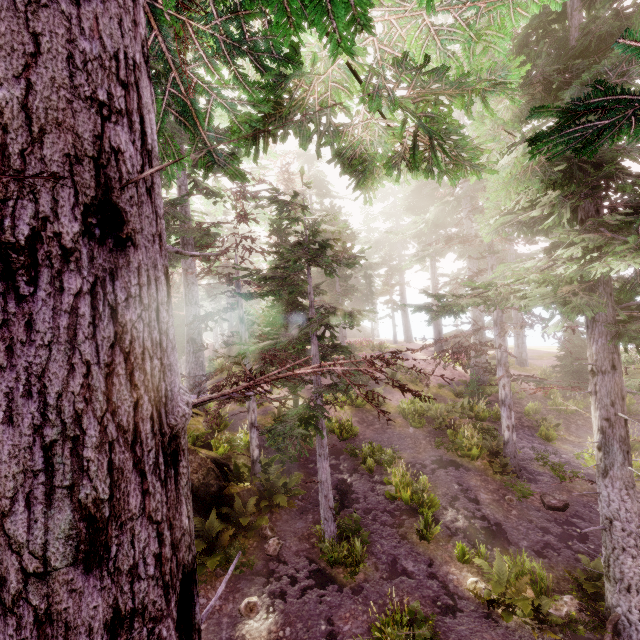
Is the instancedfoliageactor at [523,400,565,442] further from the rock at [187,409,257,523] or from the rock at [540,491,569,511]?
the rock at [540,491,569,511]

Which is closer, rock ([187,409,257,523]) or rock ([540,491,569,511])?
rock ([187,409,257,523])

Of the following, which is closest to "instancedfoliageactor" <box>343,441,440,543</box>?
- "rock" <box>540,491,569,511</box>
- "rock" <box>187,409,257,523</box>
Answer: "rock" <box>187,409,257,523</box>

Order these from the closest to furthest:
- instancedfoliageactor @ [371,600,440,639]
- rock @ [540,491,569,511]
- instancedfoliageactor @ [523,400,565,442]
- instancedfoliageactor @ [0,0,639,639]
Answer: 1. instancedfoliageactor @ [0,0,639,639]
2. instancedfoliageactor @ [371,600,440,639]
3. rock @ [540,491,569,511]
4. instancedfoliageactor @ [523,400,565,442]

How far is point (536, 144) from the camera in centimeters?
219cm

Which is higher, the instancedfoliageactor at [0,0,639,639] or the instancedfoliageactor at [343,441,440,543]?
the instancedfoliageactor at [0,0,639,639]

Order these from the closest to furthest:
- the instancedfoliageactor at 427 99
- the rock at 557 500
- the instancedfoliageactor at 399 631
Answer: the instancedfoliageactor at 427 99 → the instancedfoliageactor at 399 631 → the rock at 557 500

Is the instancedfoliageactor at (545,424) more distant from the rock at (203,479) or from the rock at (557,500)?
the rock at (557,500)
